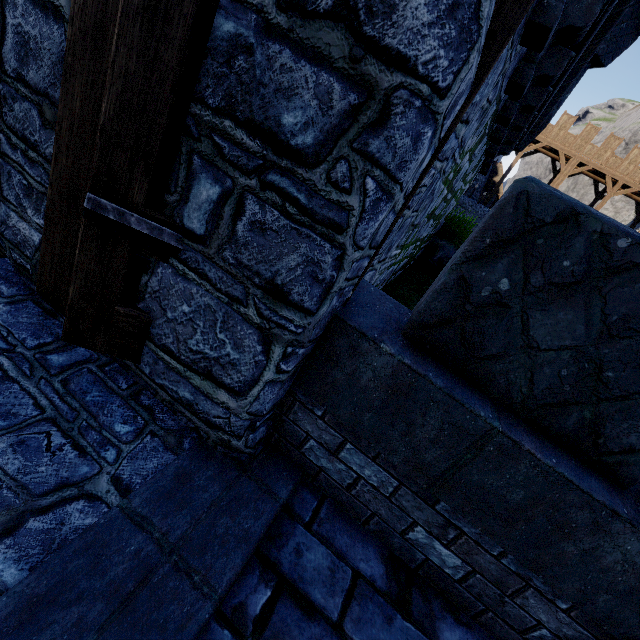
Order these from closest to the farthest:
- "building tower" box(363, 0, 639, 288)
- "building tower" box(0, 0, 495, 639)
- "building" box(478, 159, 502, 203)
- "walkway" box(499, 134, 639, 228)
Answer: "building tower" box(0, 0, 495, 639)
"building tower" box(363, 0, 639, 288)
"walkway" box(499, 134, 639, 228)
"building" box(478, 159, 502, 203)

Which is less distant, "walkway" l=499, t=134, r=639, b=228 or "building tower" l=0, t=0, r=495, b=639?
"building tower" l=0, t=0, r=495, b=639

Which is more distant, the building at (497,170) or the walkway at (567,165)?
the building at (497,170)

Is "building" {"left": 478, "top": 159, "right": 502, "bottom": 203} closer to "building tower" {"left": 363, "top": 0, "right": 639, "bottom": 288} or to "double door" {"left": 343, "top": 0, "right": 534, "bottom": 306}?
"building tower" {"left": 363, "top": 0, "right": 639, "bottom": 288}

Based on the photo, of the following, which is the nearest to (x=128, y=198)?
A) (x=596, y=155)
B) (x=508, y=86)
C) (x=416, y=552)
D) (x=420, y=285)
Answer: (x=416, y=552)

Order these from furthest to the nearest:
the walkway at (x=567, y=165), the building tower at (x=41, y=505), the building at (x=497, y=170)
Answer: the building at (x=497, y=170) < the walkway at (x=567, y=165) < the building tower at (x=41, y=505)

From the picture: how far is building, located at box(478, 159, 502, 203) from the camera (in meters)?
38.72

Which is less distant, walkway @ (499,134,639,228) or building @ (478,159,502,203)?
walkway @ (499,134,639,228)
